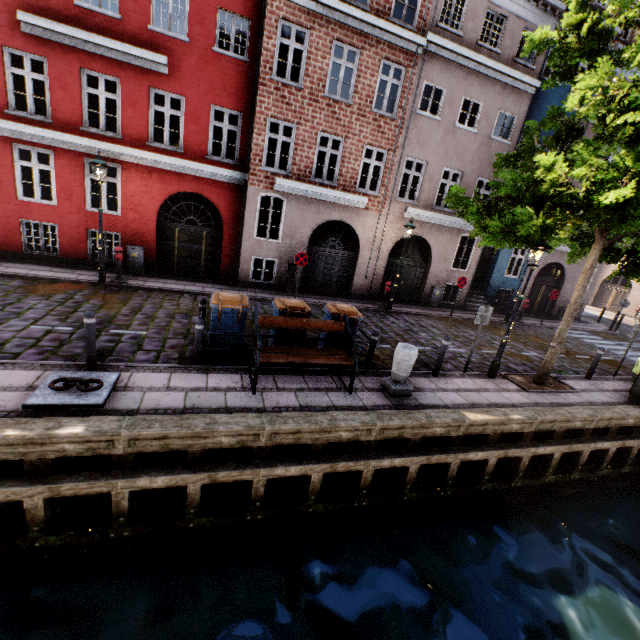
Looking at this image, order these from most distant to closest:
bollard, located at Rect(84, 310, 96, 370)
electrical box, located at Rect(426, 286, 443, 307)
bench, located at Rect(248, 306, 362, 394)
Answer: electrical box, located at Rect(426, 286, 443, 307) < bench, located at Rect(248, 306, 362, 394) < bollard, located at Rect(84, 310, 96, 370)

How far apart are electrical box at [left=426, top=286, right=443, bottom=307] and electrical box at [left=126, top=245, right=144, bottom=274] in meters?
13.2 m

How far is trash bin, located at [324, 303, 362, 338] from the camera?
7.6 meters

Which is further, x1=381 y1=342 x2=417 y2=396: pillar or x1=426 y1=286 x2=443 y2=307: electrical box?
x1=426 y1=286 x2=443 y2=307: electrical box

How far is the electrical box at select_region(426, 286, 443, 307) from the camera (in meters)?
16.36

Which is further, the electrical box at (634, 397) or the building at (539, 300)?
the building at (539, 300)

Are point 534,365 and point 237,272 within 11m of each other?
no

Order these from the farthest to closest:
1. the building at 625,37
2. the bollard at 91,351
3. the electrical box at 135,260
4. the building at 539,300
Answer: the building at 539,300
the building at 625,37
the electrical box at 135,260
the bollard at 91,351
